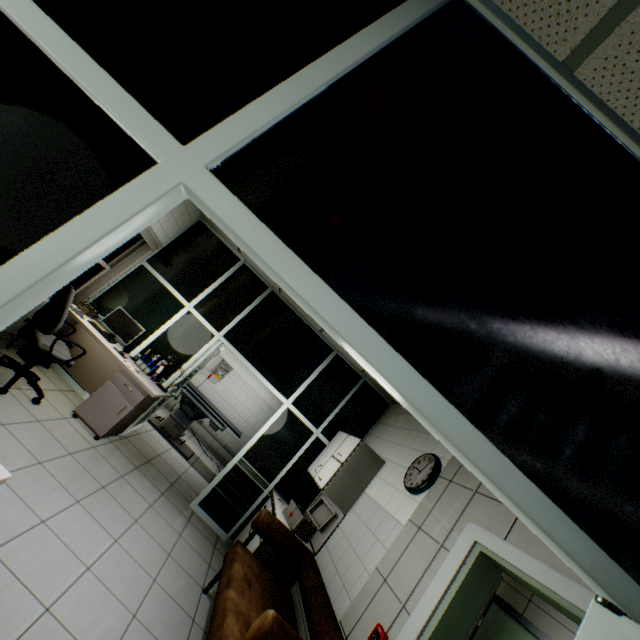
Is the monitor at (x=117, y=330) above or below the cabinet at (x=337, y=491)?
below

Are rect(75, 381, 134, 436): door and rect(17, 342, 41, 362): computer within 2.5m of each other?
yes

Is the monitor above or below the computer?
above

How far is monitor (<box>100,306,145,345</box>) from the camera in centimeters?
481cm

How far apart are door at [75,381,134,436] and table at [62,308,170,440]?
0.0m

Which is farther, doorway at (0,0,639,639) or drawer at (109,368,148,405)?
drawer at (109,368,148,405)

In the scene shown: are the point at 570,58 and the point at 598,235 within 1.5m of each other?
yes

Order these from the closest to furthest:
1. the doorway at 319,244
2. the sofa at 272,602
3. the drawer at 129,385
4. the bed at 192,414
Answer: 1. the doorway at 319,244
2. the sofa at 272,602
3. the drawer at 129,385
4. the bed at 192,414
